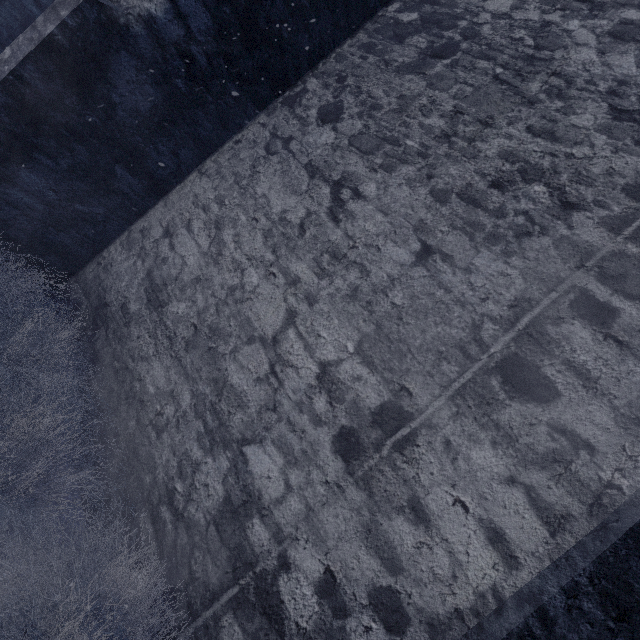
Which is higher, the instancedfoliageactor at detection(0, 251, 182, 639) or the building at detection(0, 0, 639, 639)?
the building at detection(0, 0, 639, 639)

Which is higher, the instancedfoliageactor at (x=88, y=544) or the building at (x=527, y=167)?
the building at (x=527, y=167)

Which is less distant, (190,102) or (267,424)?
(267,424)
